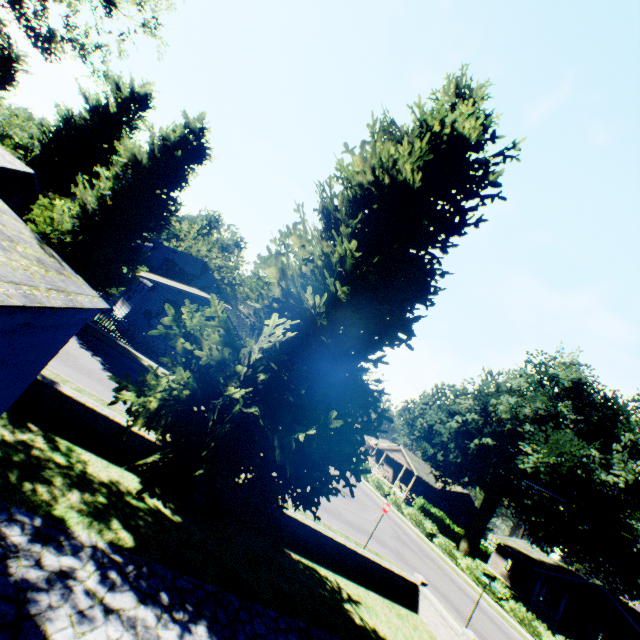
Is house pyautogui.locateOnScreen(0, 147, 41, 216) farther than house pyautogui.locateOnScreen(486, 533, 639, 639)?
Yes

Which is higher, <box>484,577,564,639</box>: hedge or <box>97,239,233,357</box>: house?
<box>97,239,233,357</box>: house

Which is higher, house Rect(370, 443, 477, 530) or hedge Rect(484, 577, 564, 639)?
house Rect(370, 443, 477, 530)

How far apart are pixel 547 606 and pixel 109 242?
54.5m

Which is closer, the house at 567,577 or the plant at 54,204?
the plant at 54,204

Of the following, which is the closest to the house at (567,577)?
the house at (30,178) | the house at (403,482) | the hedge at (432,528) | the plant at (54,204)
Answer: the plant at (54,204)

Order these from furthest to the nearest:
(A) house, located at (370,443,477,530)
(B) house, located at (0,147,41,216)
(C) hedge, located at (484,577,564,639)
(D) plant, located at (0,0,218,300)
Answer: (A) house, located at (370,443,477,530) < (B) house, located at (0,147,41,216) < (C) hedge, located at (484,577,564,639) < (D) plant, located at (0,0,218,300)

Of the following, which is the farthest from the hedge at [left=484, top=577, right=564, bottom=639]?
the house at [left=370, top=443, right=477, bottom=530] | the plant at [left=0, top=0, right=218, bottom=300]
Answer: the house at [left=370, top=443, right=477, bottom=530]
